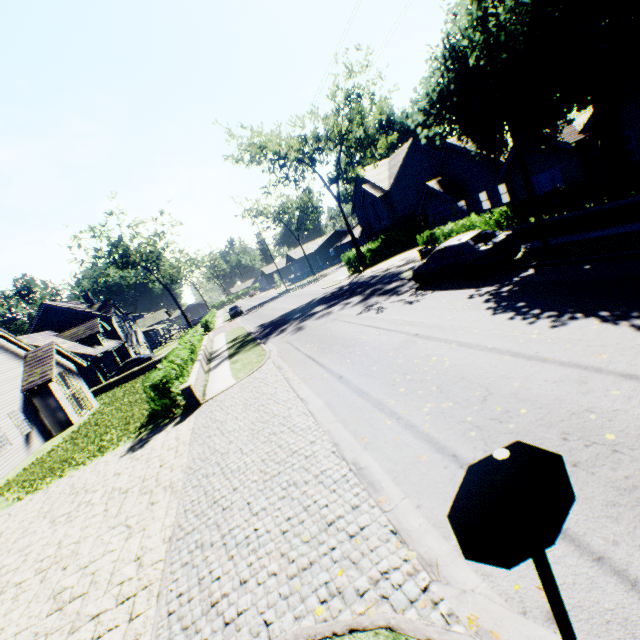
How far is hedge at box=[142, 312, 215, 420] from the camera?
12.20m

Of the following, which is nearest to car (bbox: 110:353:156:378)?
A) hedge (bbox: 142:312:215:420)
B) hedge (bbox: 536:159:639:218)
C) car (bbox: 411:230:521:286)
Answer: hedge (bbox: 142:312:215:420)

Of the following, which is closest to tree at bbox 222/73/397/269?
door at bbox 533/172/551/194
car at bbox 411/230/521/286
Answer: car at bbox 411/230/521/286

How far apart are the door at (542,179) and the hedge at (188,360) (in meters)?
24.71

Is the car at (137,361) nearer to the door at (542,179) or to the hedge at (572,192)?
the hedge at (572,192)

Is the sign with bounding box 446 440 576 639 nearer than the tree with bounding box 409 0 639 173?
Yes

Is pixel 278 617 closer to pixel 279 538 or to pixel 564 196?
pixel 279 538

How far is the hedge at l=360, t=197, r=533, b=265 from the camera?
15.09m
